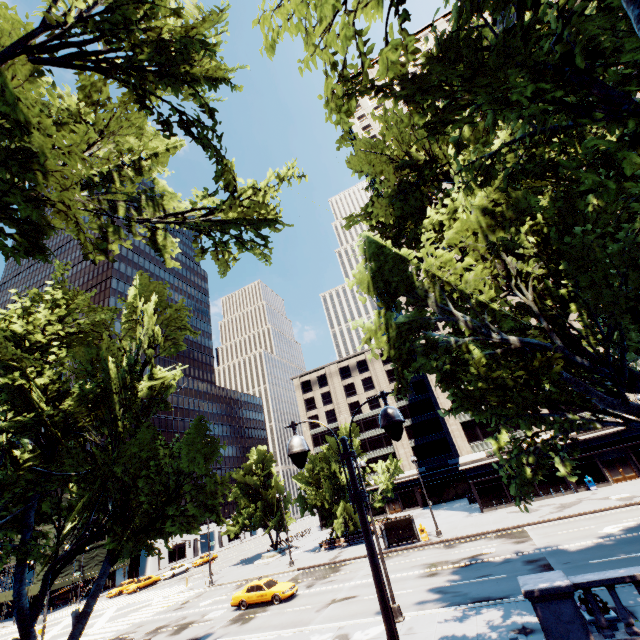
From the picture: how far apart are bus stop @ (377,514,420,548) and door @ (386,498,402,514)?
30.05m

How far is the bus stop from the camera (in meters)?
31.23

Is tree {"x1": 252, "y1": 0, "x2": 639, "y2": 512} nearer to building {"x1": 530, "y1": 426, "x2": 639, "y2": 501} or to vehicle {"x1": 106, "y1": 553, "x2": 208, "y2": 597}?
building {"x1": 530, "y1": 426, "x2": 639, "y2": 501}

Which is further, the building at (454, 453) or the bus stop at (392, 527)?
the building at (454, 453)

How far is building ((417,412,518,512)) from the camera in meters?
37.8 m

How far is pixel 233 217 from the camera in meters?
12.3

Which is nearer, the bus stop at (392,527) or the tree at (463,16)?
the tree at (463,16)

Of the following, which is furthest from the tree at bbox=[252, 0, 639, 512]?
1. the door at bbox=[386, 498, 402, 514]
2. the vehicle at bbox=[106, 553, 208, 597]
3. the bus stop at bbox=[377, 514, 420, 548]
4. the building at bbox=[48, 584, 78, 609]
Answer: the building at bbox=[48, 584, 78, 609]
